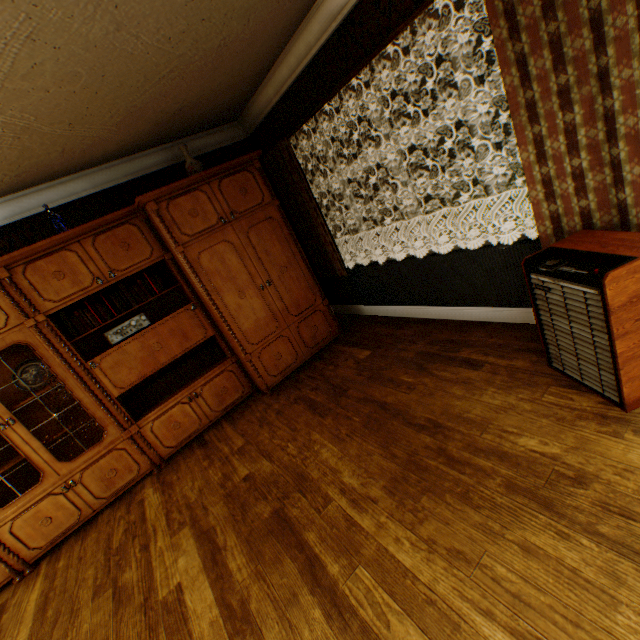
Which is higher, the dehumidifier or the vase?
the vase

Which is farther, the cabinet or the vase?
the vase

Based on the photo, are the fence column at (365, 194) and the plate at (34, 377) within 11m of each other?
no

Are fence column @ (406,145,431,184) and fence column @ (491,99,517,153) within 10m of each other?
yes

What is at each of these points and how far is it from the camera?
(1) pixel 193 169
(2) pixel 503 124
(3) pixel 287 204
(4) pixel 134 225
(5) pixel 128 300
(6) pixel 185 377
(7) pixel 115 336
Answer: (1) vase, 3.6 meters
(2) fence column, 16.1 meters
(3) building, 4.7 meters
(4) cabinet, 3.4 meters
(5) book row, 3.5 meters
(6) book row, 3.9 meters
(7) amplifier, 3.3 meters

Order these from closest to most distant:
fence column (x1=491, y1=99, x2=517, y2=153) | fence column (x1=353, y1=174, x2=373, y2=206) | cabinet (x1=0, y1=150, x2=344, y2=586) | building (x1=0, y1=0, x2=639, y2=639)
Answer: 1. building (x1=0, y1=0, x2=639, y2=639)
2. cabinet (x1=0, y1=150, x2=344, y2=586)
3. fence column (x1=491, y1=99, x2=517, y2=153)
4. fence column (x1=353, y1=174, x2=373, y2=206)

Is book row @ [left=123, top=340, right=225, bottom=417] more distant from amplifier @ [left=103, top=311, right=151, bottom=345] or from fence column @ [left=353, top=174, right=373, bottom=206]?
fence column @ [left=353, top=174, right=373, bottom=206]

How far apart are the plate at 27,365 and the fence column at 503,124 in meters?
20.2 m
